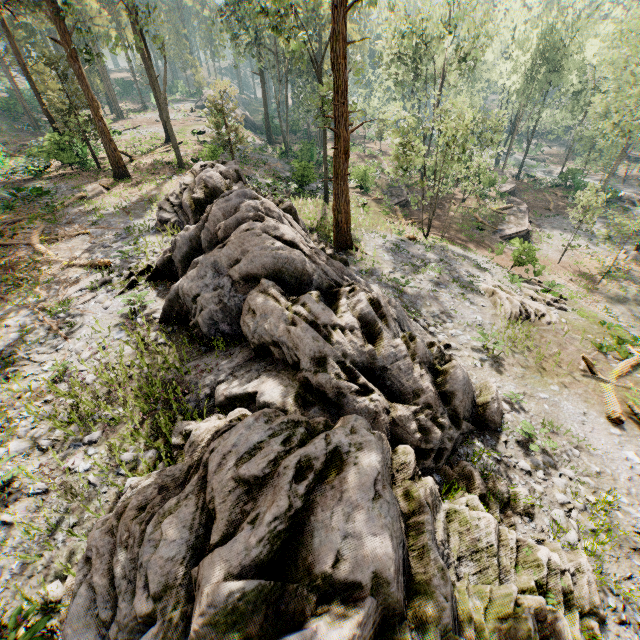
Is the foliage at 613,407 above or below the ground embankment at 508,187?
above

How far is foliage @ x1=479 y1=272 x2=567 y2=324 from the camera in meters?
16.8 m

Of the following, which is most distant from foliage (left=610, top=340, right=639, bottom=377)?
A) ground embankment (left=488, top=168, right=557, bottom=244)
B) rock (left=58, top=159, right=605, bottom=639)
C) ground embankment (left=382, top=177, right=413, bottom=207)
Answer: ground embankment (left=382, top=177, right=413, bottom=207)

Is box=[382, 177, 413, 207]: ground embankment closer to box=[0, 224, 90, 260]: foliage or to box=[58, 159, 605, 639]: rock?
box=[0, 224, 90, 260]: foliage

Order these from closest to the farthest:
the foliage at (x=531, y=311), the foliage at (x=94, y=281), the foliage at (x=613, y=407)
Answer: the foliage at (x=613, y=407) < the foliage at (x=94, y=281) < the foliage at (x=531, y=311)

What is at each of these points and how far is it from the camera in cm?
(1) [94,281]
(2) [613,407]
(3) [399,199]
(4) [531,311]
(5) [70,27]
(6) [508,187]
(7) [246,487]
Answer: (1) foliage, 1315
(2) foliage, 1213
(3) ground embankment, 3384
(4) foliage, 1730
(5) foliage, 2031
(6) ground embankment, 4172
(7) rock, 422

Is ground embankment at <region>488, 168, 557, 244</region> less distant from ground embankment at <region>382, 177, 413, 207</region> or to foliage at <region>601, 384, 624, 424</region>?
foliage at <region>601, 384, 624, 424</region>

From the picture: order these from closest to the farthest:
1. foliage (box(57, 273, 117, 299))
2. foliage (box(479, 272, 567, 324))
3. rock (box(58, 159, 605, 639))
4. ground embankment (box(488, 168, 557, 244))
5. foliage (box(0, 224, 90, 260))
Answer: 1. rock (box(58, 159, 605, 639))
2. foliage (box(57, 273, 117, 299))
3. foliage (box(0, 224, 90, 260))
4. foliage (box(479, 272, 567, 324))
5. ground embankment (box(488, 168, 557, 244))
